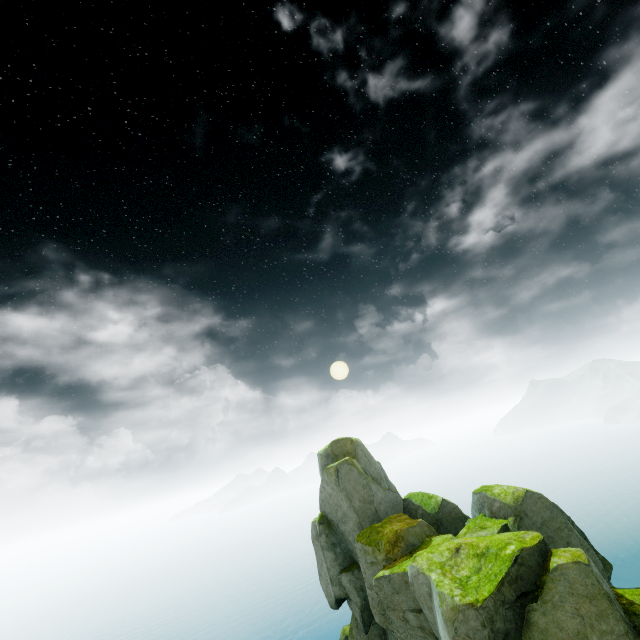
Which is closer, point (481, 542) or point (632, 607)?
point (632, 607)
